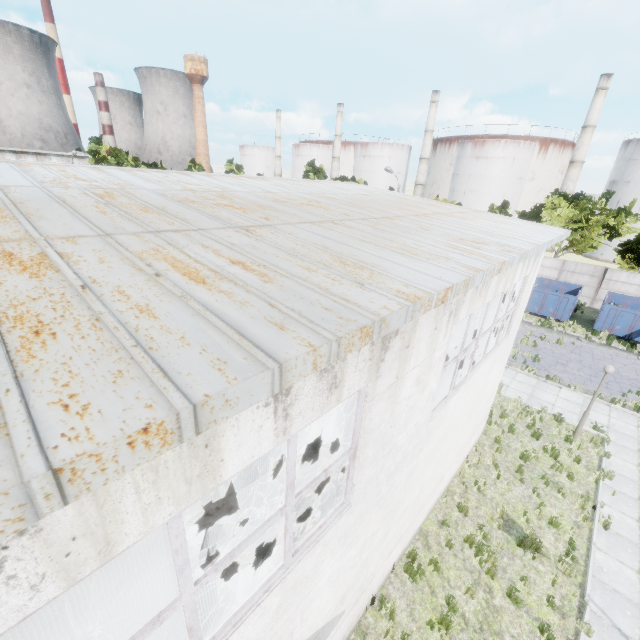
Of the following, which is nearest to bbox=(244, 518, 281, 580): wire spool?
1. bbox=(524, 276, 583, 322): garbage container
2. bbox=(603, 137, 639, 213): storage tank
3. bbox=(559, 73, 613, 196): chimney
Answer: bbox=(524, 276, 583, 322): garbage container

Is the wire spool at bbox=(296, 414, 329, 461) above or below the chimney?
below

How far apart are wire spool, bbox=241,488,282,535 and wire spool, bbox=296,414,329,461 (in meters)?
1.77

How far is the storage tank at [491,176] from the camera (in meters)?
55.53

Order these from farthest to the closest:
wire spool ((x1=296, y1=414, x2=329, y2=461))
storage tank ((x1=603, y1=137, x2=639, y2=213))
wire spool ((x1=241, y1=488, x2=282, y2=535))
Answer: storage tank ((x1=603, y1=137, x2=639, y2=213)), wire spool ((x1=296, y1=414, x2=329, y2=461)), wire spool ((x1=241, y1=488, x2=282, y2=535))

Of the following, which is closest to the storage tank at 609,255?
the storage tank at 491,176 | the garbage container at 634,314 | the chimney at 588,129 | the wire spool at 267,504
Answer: the chimney at 588,129

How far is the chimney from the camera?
46.3m

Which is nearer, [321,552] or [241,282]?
[241,282]
